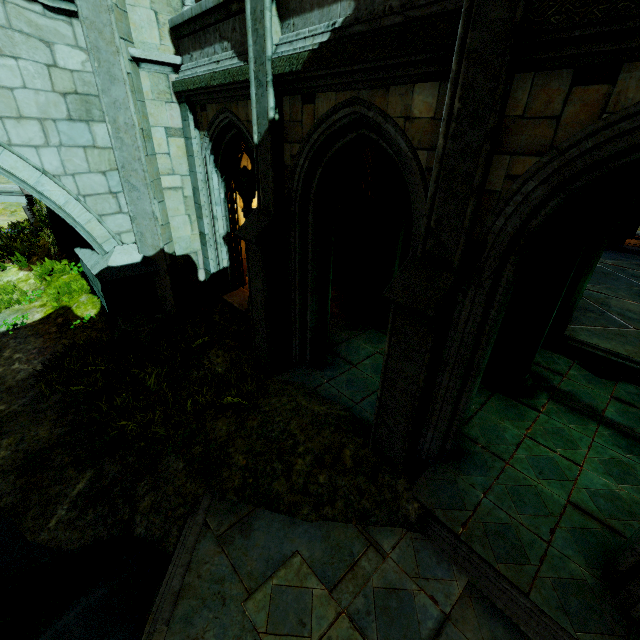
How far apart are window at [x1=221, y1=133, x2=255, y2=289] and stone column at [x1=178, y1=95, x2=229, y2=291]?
0.05m

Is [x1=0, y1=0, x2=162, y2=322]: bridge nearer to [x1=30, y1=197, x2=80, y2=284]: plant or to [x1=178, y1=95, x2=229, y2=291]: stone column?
[x1=30, y1=197, x2=80, y2=284]: plant

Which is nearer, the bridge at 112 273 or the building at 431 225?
the building at 431 225

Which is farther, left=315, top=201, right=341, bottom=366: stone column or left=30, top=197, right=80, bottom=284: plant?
left=30, top=197, right=80, bottom=284: plant

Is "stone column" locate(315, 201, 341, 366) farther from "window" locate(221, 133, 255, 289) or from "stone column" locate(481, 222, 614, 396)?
"stone column" locate(481, 222, 614, 396)

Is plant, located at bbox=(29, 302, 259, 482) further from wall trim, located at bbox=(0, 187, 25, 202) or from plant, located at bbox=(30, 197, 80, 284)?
wall trim, located at bbox=(0, 187, 25, 202)

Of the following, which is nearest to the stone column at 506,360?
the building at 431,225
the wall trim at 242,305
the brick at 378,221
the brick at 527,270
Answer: the brick at 527,270

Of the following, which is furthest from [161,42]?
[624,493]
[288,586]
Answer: [624,493]
